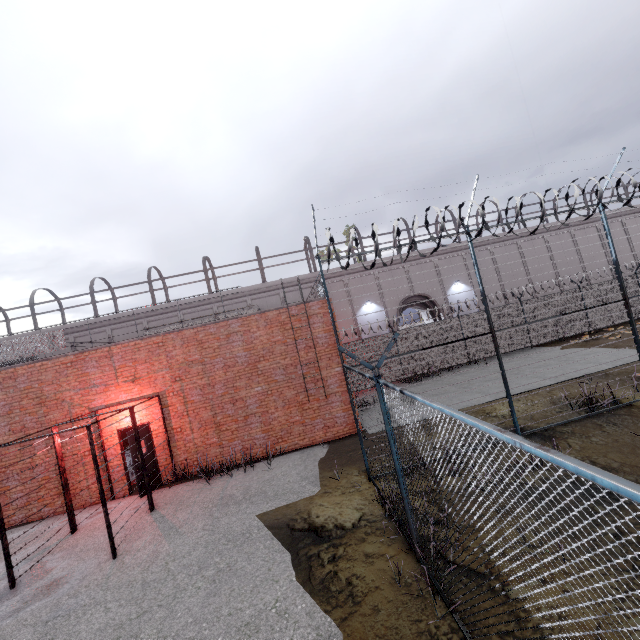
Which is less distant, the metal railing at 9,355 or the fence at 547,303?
the fence at 547,303

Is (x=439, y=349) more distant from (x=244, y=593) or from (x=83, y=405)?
(x=83, y=405)

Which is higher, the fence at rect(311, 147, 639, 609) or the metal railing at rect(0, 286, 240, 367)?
the metal railing at rect(0, 286, 240, 367)

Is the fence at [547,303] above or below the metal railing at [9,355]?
below

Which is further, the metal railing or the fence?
the metal railing
